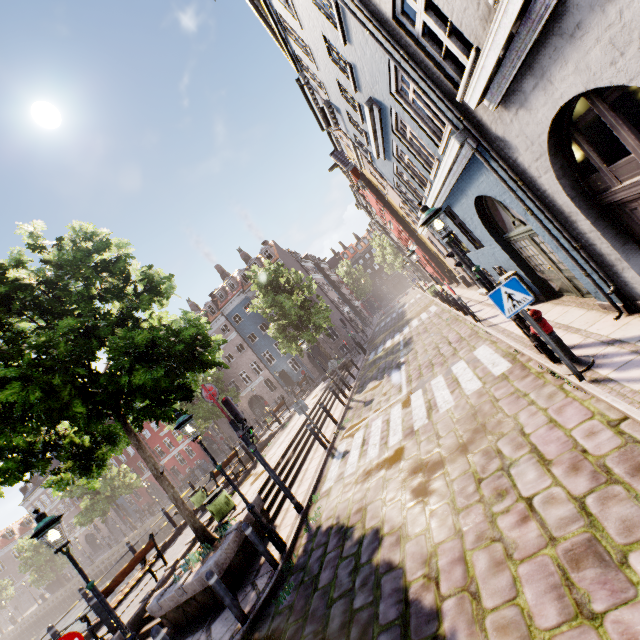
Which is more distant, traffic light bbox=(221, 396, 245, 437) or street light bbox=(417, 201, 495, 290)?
traffic light bbox=(221, 396, 245, 437)

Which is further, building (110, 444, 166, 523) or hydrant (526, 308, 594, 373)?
building (110, 444, 166, 523)

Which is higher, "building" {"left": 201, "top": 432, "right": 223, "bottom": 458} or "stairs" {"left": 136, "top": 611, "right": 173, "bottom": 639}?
"building" {"left": 201, "top": 432, "right": 223, "bottom": 458}

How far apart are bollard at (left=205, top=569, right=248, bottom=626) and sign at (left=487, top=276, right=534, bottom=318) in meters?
6.8

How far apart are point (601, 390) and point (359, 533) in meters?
4.6

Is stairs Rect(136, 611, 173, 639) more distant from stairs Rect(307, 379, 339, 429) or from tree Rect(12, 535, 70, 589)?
stairs Rect(307, 379, 339, 429)

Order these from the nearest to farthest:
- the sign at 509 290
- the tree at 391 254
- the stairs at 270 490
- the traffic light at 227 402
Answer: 1. the sign at 509 290
2. the traffic light at 227 402
3. the stairs at 270 490
4. the tree at 391 254

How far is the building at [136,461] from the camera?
45.6m
